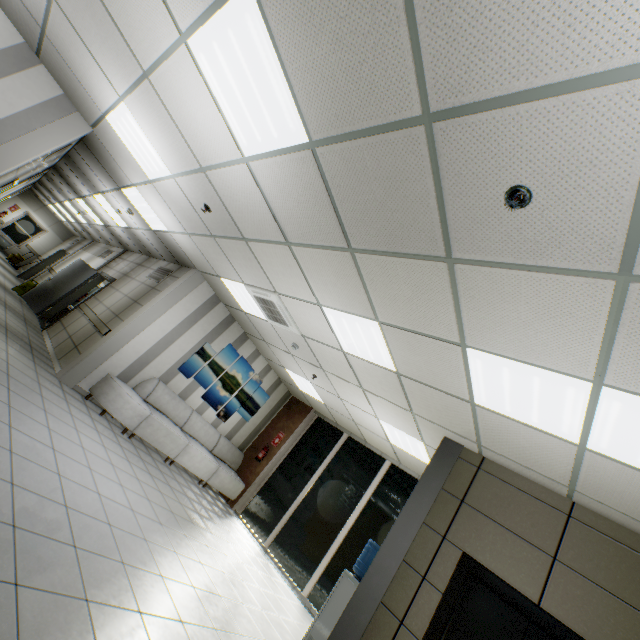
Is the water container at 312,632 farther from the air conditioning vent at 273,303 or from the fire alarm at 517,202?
the fire alarm at 517,202

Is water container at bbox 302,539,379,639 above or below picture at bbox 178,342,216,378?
below

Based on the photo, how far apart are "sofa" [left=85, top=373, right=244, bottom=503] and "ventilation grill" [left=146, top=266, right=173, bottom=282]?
2.3m

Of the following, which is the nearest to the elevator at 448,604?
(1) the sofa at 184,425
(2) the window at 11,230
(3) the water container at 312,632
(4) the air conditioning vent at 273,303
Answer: (3) the water container at 312,632

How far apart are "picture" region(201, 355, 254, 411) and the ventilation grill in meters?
1.8

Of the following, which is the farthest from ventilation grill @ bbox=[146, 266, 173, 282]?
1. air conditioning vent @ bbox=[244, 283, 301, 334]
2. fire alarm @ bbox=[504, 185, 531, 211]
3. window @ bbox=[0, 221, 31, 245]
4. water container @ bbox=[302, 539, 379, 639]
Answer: window @ bbox=[0, 221, 31, 245]

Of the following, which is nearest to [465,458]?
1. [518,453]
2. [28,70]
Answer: [518,453]

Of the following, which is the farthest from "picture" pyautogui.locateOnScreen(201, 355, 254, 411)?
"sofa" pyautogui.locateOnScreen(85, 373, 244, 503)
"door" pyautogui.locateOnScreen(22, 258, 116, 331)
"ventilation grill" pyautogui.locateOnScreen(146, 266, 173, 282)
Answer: "door" pyautogui.locateOnScreen(22, 258, 116, 331)
